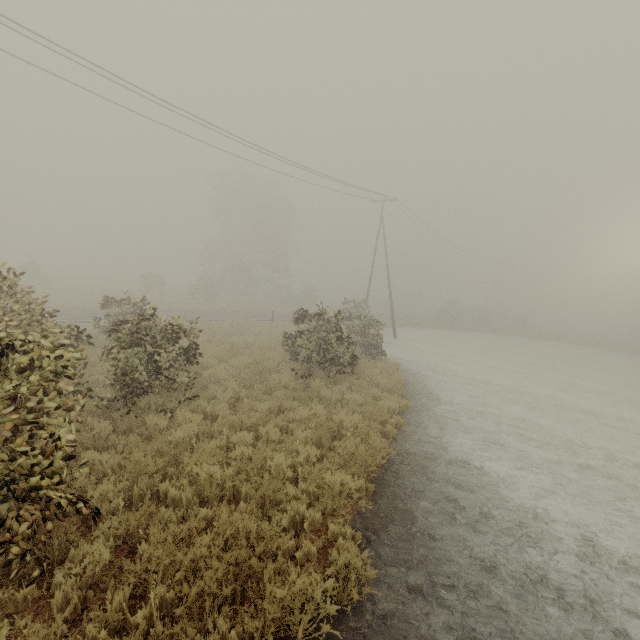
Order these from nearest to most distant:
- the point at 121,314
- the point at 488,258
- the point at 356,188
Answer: the point at 121,314, the point at 356,188, the point at 488,258
